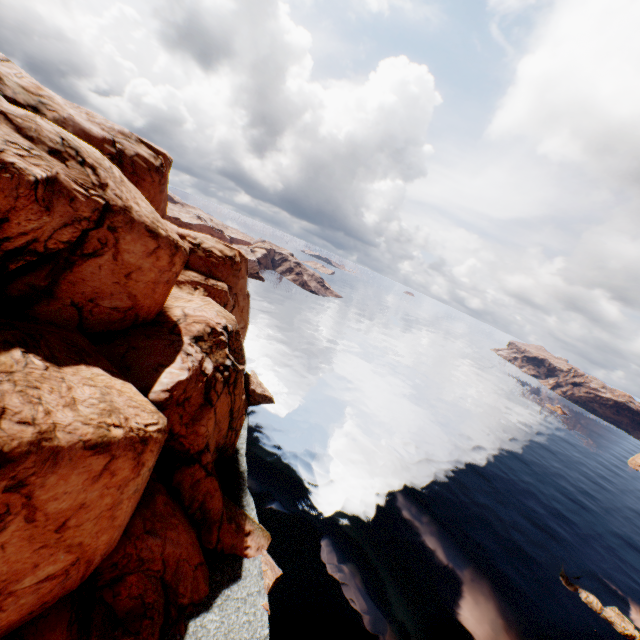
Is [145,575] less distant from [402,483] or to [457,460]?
[402,483]

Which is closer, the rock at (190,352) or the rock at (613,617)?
the rock at (190,352)

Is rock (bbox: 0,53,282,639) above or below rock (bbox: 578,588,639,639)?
above

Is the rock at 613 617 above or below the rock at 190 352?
below

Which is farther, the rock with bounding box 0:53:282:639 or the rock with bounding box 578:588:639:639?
the rock with bounding box 578:588:639:639
